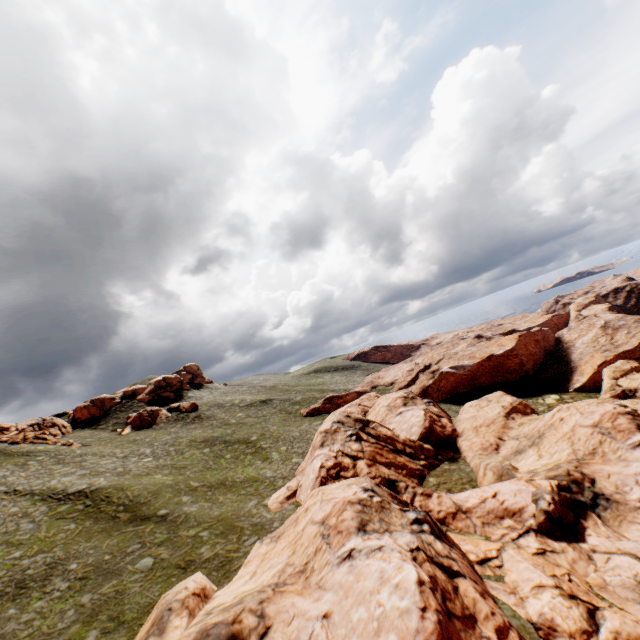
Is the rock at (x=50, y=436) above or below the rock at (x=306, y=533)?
above

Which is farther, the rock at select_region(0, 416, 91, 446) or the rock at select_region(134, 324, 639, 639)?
the rock at select_region(0, 416, 91, 446)

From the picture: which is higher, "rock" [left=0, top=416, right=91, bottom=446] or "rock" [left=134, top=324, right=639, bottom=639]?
"rock" [left=0, top=416, right=91, bottom=446]

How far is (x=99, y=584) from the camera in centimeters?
2284cm

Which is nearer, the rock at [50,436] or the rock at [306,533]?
the rock at [306,533]
